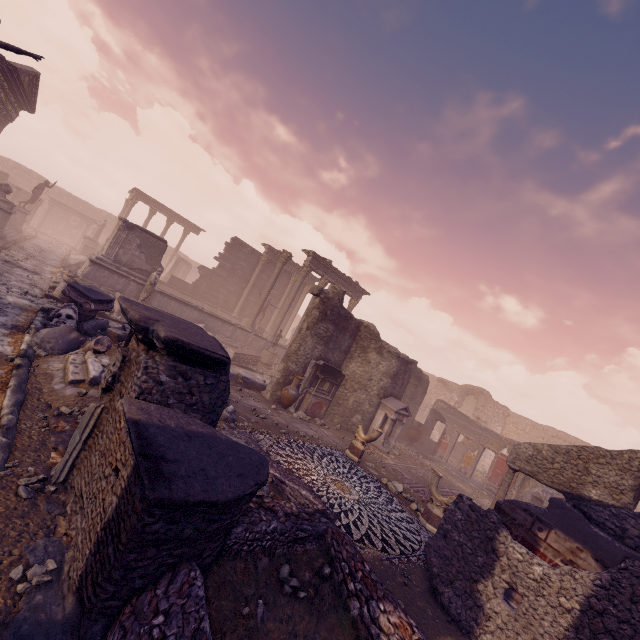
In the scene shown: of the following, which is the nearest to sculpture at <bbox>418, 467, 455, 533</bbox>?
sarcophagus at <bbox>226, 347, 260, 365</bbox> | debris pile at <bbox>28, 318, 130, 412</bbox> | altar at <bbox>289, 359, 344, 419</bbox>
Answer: altar at <bbox>289, 359, 344, 419</bbox>

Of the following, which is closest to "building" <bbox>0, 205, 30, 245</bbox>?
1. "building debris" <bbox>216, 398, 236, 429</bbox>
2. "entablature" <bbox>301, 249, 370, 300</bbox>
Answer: "building debris" <bbox>216, 398, 236, 429</bbox>

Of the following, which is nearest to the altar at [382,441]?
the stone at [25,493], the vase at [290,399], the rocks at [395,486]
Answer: the rocks at [395,486]

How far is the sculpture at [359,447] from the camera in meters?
10.1 m

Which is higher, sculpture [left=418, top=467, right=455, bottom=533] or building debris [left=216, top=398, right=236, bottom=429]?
sculpture [left=418, top=467, right=455, bottom=533]

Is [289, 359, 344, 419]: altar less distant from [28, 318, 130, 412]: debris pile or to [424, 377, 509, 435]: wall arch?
[28, 318, 130, 412]: debris pile

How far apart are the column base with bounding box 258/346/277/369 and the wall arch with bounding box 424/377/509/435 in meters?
18.5

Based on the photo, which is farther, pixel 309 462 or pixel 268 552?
pixel 309 462
